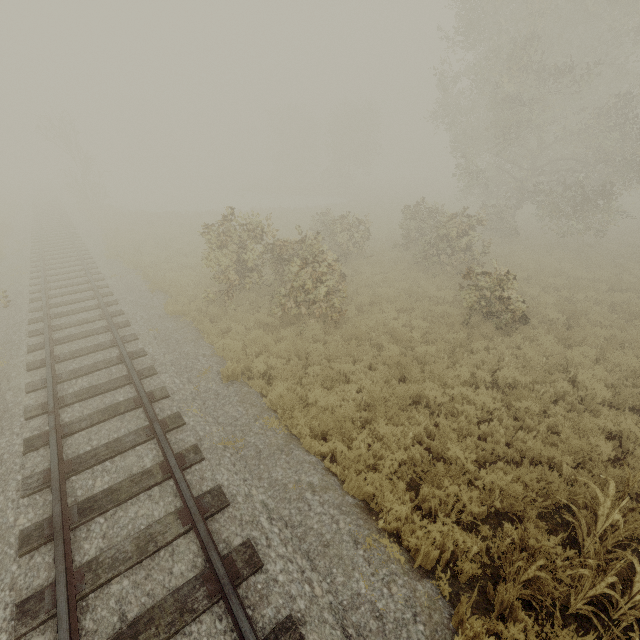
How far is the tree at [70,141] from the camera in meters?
29.3

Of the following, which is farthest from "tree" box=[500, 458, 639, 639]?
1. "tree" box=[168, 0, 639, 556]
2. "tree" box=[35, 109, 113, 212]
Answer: "tree" box=[35, 109, 113, 212]

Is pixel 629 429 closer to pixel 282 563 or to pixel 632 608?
pixel 632 608

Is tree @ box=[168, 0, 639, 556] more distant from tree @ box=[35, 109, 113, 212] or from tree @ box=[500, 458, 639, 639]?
tree @ box=[35, 109, 113, 212]

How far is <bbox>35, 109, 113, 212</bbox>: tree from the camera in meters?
29.3 m

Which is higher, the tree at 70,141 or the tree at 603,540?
the tree at 70,141
